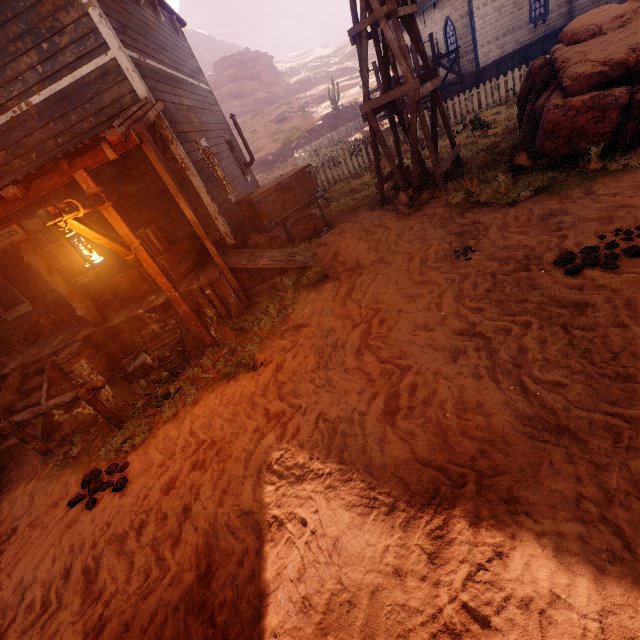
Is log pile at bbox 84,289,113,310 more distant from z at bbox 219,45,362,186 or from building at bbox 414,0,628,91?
z at bbox 219,45,362,186

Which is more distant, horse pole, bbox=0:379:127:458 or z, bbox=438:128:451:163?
z, bbox=438:128:451:163

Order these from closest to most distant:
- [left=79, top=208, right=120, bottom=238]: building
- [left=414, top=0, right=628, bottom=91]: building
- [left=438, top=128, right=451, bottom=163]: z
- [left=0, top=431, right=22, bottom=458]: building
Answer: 1. [left=0, top=431, right=22, bottom=458]: building
2. [left=79, top=208, right=120, bottom=238]: building
3. [left=438, top=128, right=451, bottom=163]: z
4. [left=414, top=0, right=628, bottom=91]: building

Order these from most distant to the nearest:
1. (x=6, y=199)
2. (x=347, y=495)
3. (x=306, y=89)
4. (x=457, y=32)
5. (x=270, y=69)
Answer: (x=270, y=69) < (x=306, y=89) < (x=457, y=32) < (x=6, y=199) < (x=347, y=495)

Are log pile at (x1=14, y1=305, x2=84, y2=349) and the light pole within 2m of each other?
no

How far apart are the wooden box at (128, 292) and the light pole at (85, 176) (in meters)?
1.58

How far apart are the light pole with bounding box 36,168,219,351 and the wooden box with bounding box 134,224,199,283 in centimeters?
158cm

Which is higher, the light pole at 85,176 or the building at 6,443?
the light pole at 85,176
